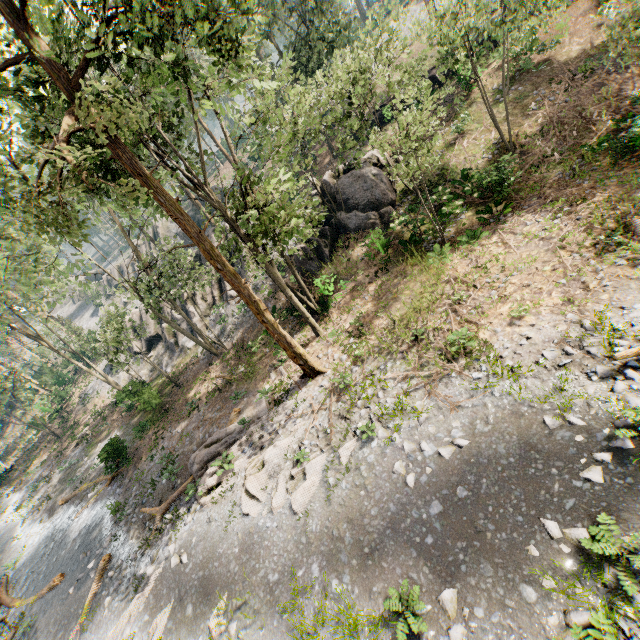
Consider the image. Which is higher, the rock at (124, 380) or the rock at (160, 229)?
the rock at (160, 229)

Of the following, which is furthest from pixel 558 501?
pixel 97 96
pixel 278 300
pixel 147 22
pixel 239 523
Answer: pixel 278 300

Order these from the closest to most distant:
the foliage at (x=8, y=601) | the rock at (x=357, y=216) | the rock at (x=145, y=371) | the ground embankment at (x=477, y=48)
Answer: the foliage at (x=8, y=601) → the rock at (x=357, y=216) → the ground embankment at (x=477, y=48) → the rock at (x=145, y=371)

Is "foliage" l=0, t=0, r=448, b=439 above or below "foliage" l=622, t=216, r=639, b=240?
above

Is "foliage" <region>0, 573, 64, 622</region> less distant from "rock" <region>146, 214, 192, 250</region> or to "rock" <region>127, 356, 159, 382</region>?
"rock" <region>127, 356, 159, 382</region>

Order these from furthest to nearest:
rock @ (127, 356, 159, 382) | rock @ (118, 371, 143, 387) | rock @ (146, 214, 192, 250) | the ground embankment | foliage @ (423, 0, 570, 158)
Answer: rock @ (146, 214, 192, 250) → rock @ (127, 356, 159, 382) → rock @ (118, 371, 143, 387) → the ground embankment → foliage @ (423, 0, 570, 158)

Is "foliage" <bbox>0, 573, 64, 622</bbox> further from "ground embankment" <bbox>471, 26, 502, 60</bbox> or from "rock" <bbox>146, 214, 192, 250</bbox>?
"rock" <bbox>146, 214, 192, 250</bbox>

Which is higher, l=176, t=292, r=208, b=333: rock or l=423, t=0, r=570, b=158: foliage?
l=423, t=0, r=570, b=158: foliage
